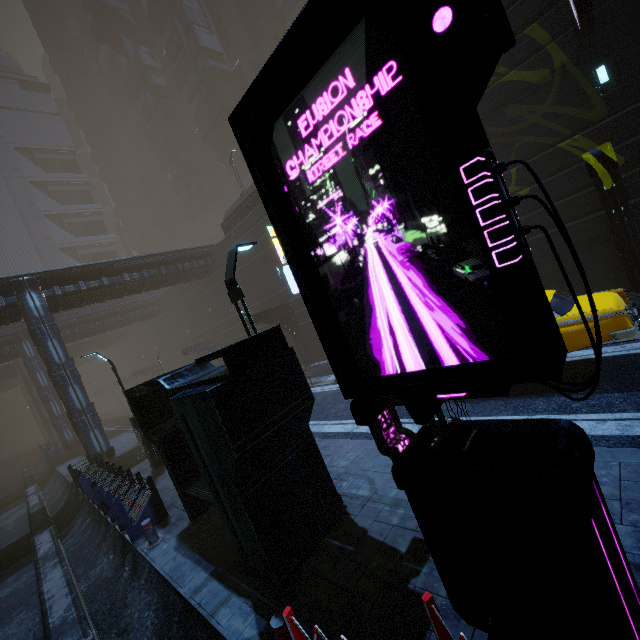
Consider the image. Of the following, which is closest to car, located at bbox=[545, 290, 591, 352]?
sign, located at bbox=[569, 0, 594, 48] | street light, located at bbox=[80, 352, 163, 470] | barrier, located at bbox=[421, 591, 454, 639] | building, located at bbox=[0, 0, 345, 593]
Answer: Answer: building, located at bbox=[0, 0, 345, 593]

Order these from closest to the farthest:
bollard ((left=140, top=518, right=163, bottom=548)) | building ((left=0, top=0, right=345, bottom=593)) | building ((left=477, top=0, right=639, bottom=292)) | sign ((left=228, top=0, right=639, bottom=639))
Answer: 1. sign ((left=228, top=0, right=639, bottom=639))
2. building ((left=0, top=0, right=345, bottom=593))
3. bollard ((left=140, top=518, right=163, bottom=548))
4. building ((left=477, top=0, right=639, bottom=292))

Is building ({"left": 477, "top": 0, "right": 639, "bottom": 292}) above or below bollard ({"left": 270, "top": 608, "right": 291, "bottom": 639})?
above

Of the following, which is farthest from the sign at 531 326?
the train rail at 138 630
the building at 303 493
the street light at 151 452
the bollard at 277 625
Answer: the street light at 151 452

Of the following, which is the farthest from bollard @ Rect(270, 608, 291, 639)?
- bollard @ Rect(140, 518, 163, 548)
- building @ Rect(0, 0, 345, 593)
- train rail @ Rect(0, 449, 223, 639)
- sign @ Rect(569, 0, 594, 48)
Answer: sign @ Rect(569, 0, 594, 48)

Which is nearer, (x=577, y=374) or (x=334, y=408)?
(x=577, y=374)

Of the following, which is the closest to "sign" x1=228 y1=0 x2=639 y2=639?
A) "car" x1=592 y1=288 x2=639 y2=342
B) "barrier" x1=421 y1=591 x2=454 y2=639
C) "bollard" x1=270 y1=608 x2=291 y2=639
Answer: "barrier" x1=421 y1=591 x2=454 y2=639

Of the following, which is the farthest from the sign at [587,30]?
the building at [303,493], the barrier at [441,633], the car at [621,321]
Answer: the barrier at [441,633]
